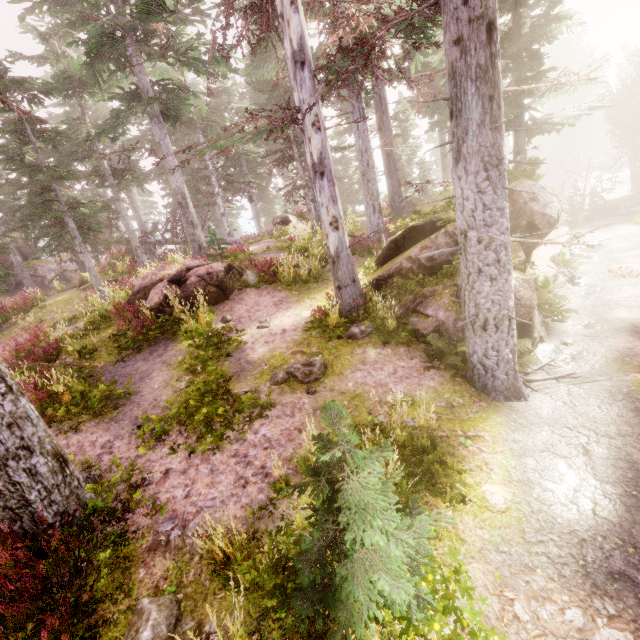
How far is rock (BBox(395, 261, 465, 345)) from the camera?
→ 7.9m

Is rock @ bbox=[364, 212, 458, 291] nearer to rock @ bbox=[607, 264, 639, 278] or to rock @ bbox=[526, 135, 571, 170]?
rock @ bbox=[607, 264, 639, 278]

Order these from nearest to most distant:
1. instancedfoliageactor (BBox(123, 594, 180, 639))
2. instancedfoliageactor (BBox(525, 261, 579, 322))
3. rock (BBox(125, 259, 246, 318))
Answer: instancedfoliageactor (BBox(123, 594, 180, 639)), instancedfoliageactor (BBox(525, 261, 579, 322)), rock (BBox(125, 259, 246, 318))

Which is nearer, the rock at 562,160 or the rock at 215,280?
the rock at 215,280

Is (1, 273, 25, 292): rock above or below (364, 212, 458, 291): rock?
above

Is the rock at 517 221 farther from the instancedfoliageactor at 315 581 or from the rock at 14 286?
the rock at 14 286

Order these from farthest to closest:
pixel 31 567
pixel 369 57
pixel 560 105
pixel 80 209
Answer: pixel 560 105
pixel 80 209
pixel 369 57
pixel 31 567

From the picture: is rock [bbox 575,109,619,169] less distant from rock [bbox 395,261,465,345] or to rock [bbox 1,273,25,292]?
rock [bbox 395,261,465,345]
